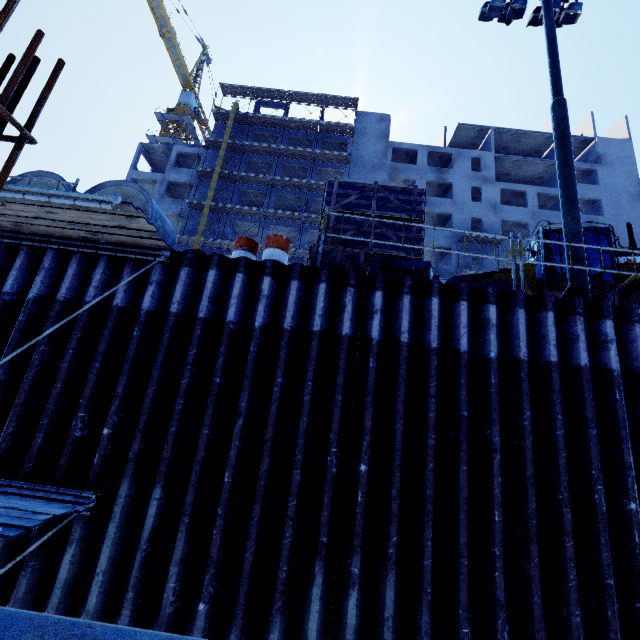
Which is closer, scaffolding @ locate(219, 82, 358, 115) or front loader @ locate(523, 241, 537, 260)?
front loader @ locate(523, 241, 537, 260)

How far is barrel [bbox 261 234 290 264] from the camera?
6.6 meters

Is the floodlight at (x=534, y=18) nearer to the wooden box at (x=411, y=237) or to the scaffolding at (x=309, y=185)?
the wooden box at (x=411, y=237)

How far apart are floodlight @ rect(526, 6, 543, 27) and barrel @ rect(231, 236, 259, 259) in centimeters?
1226cm

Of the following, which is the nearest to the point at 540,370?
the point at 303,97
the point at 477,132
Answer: the point at 303,97

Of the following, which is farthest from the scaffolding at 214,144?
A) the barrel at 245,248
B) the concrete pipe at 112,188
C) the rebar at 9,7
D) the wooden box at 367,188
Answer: the rebar at 9,7

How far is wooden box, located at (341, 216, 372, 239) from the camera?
7.0m

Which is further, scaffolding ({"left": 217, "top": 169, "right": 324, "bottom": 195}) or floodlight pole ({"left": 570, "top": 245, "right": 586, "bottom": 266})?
scaffolding ({"left": 217, "top": 169, "right": 324, "bottom": 195})
